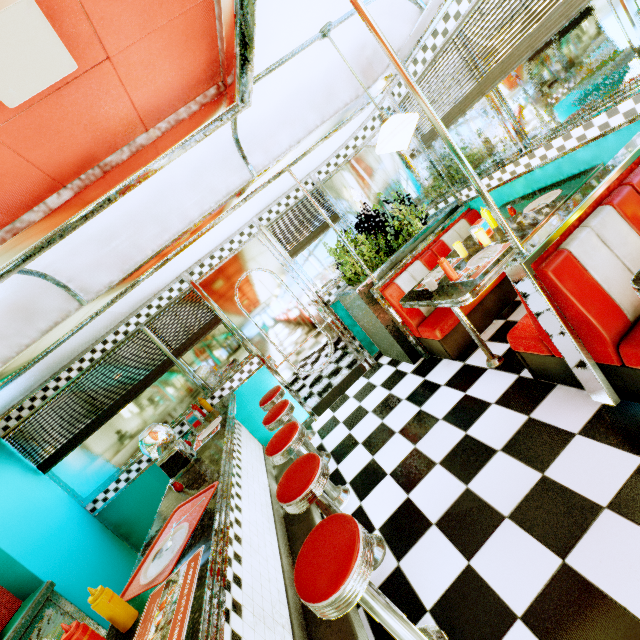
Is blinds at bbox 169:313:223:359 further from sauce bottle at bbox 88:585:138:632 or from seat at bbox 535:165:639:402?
seat at bbox 535:165:639:402

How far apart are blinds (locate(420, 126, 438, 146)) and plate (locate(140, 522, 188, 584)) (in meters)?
3.96

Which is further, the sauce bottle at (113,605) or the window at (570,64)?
the window at (570,64)

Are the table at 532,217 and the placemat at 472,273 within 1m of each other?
yes

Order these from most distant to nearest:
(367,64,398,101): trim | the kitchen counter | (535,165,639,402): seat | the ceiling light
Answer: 1. (367,64,398,101): trim
2. the kitchen counter
3. (535,165,639,402): seat
4. the ceiling light

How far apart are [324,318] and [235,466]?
2.2m

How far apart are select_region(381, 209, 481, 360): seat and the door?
0.99m

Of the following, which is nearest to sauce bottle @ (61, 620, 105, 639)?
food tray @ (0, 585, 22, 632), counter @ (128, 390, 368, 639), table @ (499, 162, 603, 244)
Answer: counter @ (128, 390, 368, 639)
